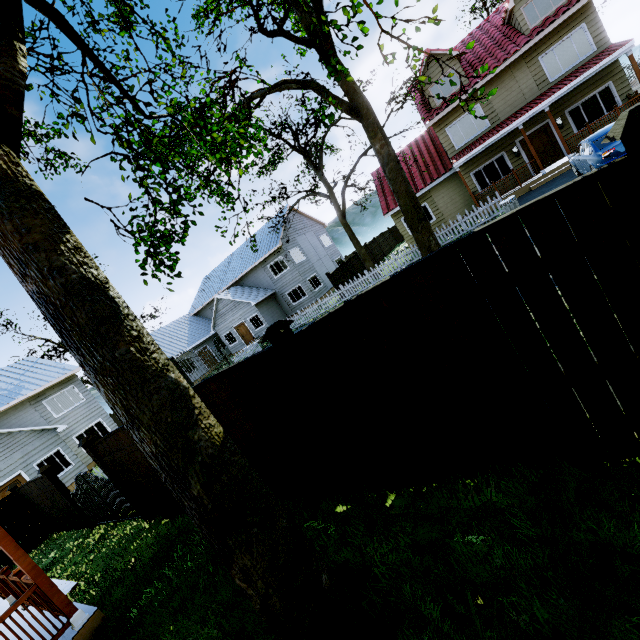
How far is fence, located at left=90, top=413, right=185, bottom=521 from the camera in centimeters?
660cm

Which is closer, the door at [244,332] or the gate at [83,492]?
the gate at [83,492]

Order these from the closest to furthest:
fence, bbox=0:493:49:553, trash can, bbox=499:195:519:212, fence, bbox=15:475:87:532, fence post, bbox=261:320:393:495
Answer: fence post, bbox=261:320:393:495, fence, bbox=15:475:87:532, fence, bbox=0:493:49:553, trash can, bbox=499:195:519:212

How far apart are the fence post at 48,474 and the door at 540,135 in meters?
25.4 m

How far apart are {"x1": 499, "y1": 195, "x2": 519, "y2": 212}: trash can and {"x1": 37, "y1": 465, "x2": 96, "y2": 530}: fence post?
18.8m

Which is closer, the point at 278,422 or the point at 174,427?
the point at 174,427

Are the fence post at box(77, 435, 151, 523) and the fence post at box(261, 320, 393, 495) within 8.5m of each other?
yes

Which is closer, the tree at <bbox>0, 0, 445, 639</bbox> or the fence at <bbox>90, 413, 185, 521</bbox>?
the tree at <bbox>0, 0, 445, 639</bbox>
